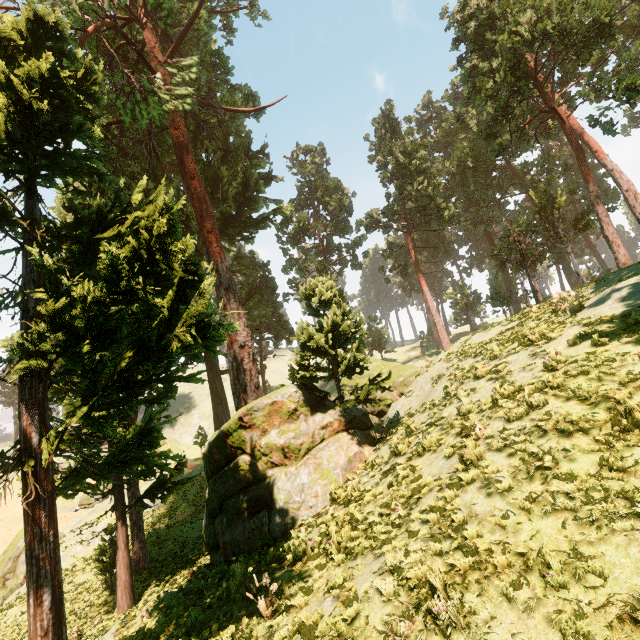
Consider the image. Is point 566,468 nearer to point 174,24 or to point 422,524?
point 422,524
